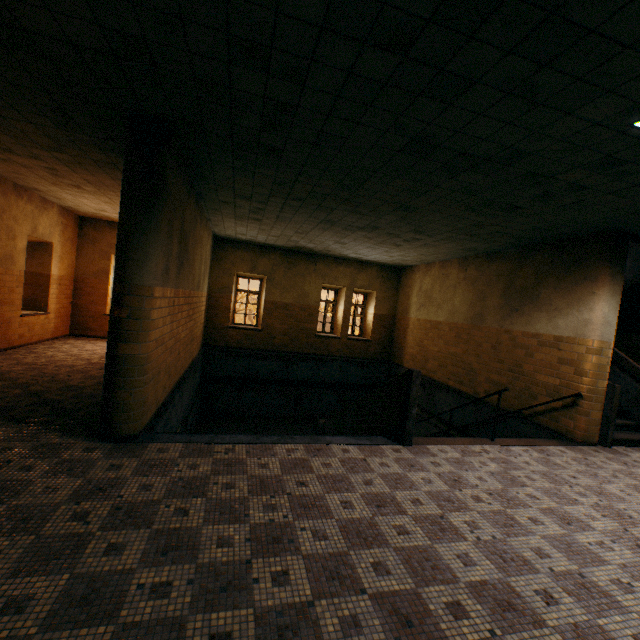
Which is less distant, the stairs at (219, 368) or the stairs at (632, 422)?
the stairs at (219, 368)

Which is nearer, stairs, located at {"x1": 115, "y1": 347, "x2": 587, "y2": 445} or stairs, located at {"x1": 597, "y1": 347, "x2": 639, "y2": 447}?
stairs, located at {"x1": 115, "y1": 347, "x2": 587, "y2": 445}

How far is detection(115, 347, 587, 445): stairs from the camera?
4.96m

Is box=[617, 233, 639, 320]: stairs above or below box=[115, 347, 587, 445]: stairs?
above

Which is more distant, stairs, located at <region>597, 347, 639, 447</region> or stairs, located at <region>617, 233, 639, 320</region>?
stairs, located at <region>617, 233, 639, 320</region>

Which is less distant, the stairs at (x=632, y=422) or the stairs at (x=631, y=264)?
the stairs at (x=632, y=422)

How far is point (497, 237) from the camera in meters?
7.2 m
